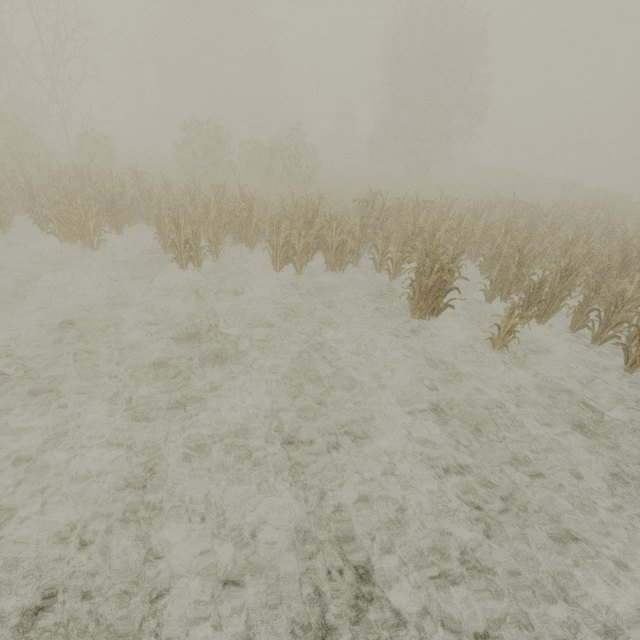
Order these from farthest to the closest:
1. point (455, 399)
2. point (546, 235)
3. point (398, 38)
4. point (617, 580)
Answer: point (398, 38)
point (546, 235)
point (455, 399)
point (617, 580)
